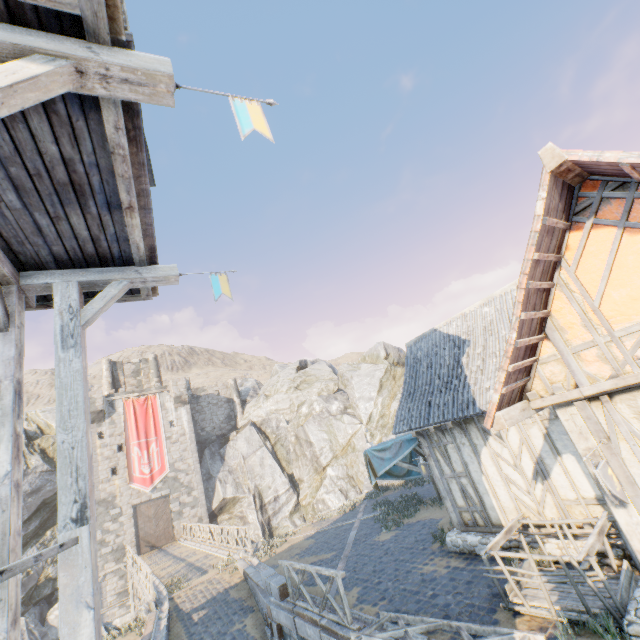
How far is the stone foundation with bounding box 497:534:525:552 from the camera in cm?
768

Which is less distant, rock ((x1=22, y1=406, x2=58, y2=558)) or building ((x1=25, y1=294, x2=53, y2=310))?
building ((x1=25, y1=294, x2=53, y2=310))

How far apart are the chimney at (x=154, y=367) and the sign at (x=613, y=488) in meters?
40.9 m

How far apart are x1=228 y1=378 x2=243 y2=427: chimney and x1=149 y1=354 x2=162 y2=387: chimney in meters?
7.3 m

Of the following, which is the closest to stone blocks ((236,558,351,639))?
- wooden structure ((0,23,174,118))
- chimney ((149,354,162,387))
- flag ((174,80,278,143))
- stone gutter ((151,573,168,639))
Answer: stone gutter ((151,573,168,639))

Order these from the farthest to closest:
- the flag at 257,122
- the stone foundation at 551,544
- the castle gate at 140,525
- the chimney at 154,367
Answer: the chimney at 154,367, the castle gate at 140,525, the stone foundation at 551,544, the flag at 257,122

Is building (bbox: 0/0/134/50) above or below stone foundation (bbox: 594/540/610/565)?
above

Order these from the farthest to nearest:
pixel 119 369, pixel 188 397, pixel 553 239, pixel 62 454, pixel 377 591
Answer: pixel 119 369 < pixel 188 397 < pixel 377 591 < pixel 553 239 < pixel 62 454
